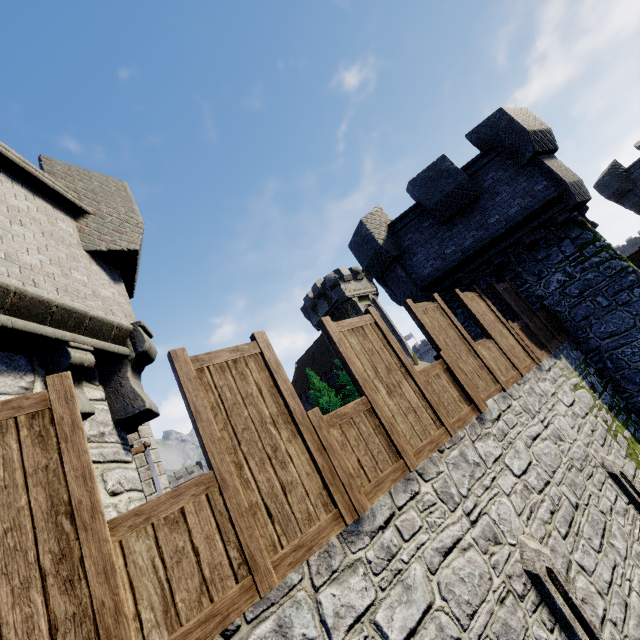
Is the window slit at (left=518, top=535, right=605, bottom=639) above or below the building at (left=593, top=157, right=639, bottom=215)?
below

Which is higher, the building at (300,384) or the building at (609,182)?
the building at (300,384)

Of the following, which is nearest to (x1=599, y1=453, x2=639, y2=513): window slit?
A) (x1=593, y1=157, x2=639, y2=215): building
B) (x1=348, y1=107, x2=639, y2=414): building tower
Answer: (x1=348, y1=107, x2=639, y2=414): building tower

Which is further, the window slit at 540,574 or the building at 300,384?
the building at 300,384

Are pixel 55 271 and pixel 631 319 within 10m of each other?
no

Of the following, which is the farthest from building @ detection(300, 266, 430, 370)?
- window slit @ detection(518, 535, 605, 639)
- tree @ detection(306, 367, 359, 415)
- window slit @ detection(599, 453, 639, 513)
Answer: window slit @ detection(518, 535, 605, 639)

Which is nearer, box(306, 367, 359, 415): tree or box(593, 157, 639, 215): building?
box(593, 157, 639, 215): building

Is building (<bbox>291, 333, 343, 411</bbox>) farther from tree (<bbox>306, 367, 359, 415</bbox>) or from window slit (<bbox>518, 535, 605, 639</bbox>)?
window slit (<bbox>518, 535, 605, 639</bbox>)
